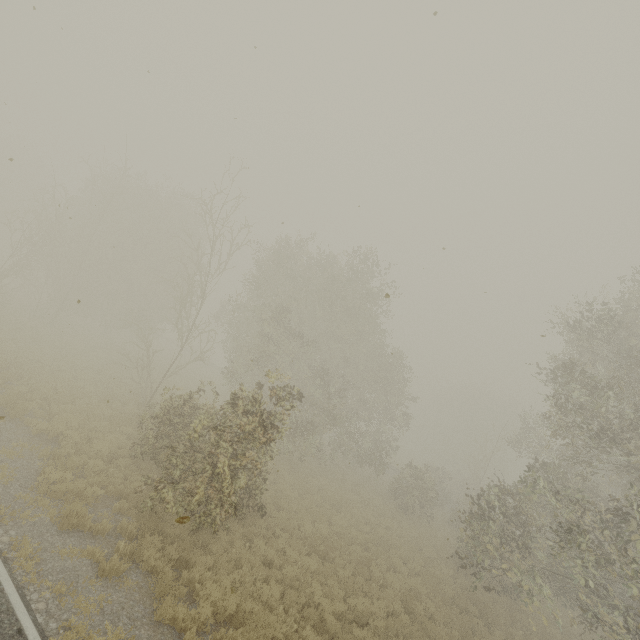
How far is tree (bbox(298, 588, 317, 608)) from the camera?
9.62m

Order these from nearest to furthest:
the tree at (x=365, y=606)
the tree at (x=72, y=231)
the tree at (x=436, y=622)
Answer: the tree at (x=72, y=231) < the tree at (x=365, y=606) < the tree at (x=436, y=622)

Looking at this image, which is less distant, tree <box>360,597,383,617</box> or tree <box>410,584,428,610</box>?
tree <box>360,597,383,617</box>

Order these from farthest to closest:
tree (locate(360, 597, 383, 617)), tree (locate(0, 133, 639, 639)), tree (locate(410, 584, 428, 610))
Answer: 1. tree (locate(410, 584, 428, 610))
2. tree (locate(360, 597, 383, 617))
3. tree (locate(0, 133, 639, 639))

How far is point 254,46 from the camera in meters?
7.3 m

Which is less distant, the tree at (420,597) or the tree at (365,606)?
the tree at (365,606)
